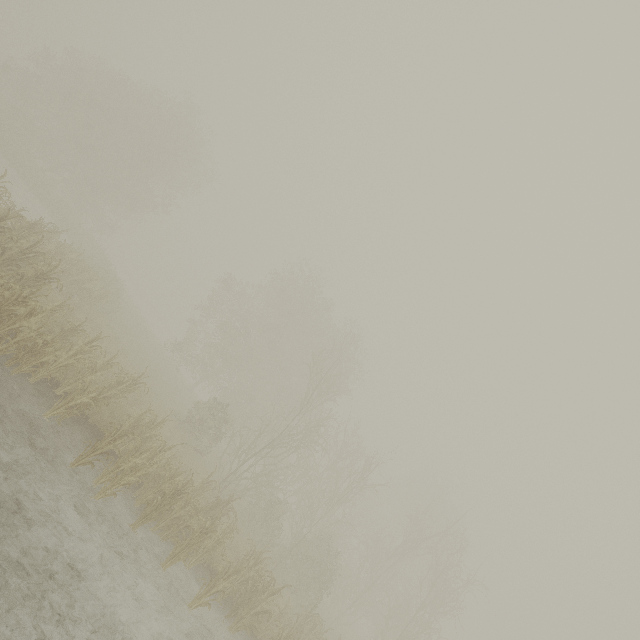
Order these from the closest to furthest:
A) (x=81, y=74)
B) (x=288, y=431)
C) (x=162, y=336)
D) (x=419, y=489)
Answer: (x=288, y=431), (x=81, y=74), (x=419, y=489), (x=162, y=336)
